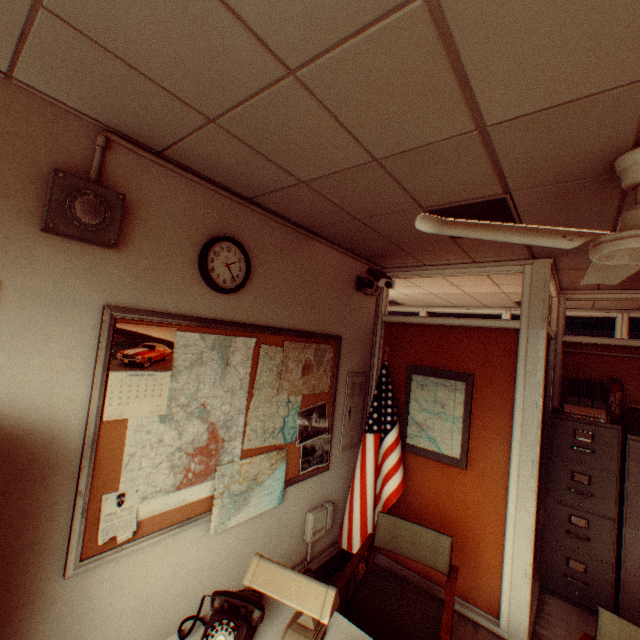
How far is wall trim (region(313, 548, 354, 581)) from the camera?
3.4 meters

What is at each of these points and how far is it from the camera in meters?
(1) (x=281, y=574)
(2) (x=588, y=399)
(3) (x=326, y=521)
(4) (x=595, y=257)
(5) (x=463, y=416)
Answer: (1) desk lamp, 1.5 m
(2) file holder, 3.8 m
(3) fuse box, 3.4 m
(4) ceiling fan, 1.5 m
(5) map, 3.4 m

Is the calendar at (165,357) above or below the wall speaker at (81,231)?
below

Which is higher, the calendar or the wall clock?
the wall clock

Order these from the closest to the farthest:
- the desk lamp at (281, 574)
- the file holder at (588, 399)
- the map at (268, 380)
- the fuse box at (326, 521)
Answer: the desk lamp at (281, 574)
the map at (268, 380)
the fuse box at (326, 521)
the file holder at (588, 399)

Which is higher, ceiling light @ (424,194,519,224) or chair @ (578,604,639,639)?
ceiling light @ (424,194,519,224)

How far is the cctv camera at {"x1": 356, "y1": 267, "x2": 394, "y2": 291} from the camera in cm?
332

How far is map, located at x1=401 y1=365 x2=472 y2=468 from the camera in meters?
3.4
